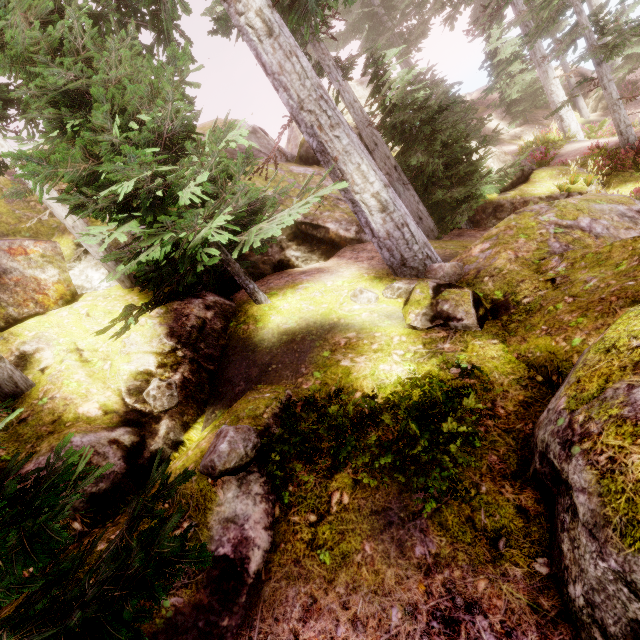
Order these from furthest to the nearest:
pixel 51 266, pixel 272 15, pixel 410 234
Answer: pixel 51 266, pixel 410 234, pixel 272 15

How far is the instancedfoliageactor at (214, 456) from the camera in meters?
3.3

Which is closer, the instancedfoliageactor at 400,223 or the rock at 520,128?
the instancedfoliageactor at 400,223

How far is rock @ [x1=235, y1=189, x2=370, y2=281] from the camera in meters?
9.8

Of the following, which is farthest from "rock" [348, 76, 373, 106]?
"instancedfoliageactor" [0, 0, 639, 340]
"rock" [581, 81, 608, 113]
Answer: "rock" [581, 81, 608, 113]

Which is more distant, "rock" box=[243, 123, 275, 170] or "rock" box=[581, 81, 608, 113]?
"rock" box=[581, 81, 608, 113]

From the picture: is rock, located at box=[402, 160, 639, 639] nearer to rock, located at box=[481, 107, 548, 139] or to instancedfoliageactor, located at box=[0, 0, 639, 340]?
instancedfoliageactor, located at box=[0, 0, 639, 340]
